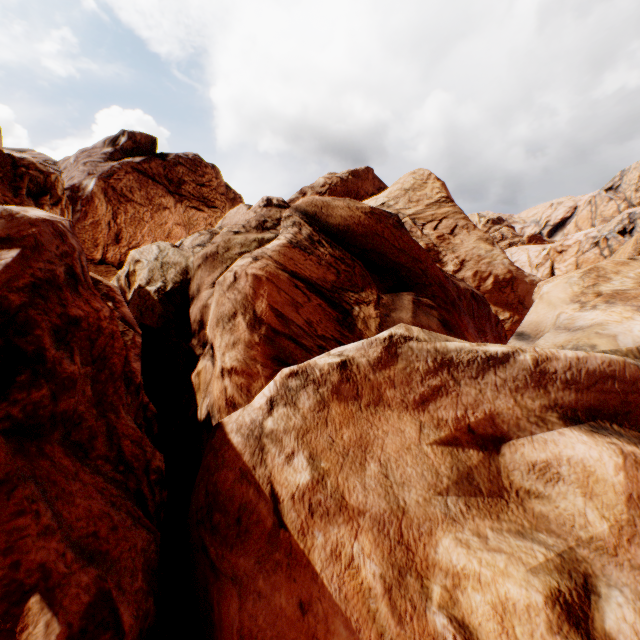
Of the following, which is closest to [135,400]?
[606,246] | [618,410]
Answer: [618,410]
